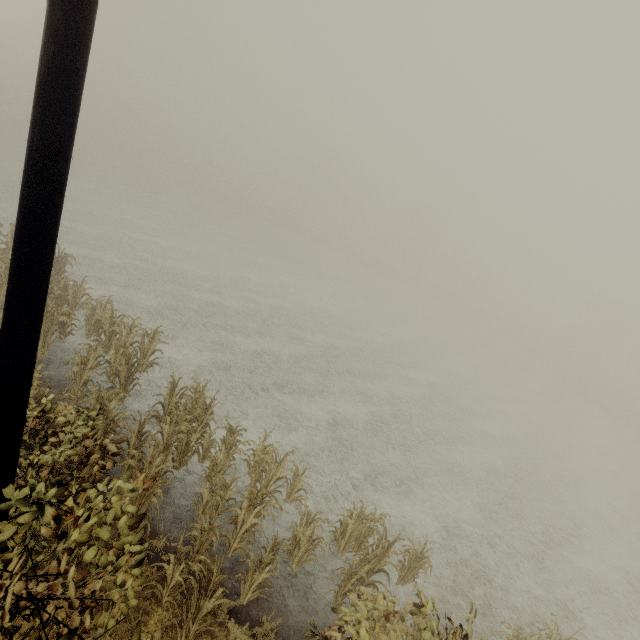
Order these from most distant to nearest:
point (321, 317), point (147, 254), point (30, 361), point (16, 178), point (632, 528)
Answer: point (16, 178)
point (321, 317)
point (147, 254)
point (632, 528)
point (30, 361)

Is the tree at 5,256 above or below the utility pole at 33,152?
below

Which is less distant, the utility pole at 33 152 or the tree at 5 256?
the utility pole at 33 152

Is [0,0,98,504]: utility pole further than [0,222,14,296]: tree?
No

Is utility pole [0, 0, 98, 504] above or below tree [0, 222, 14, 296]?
above
